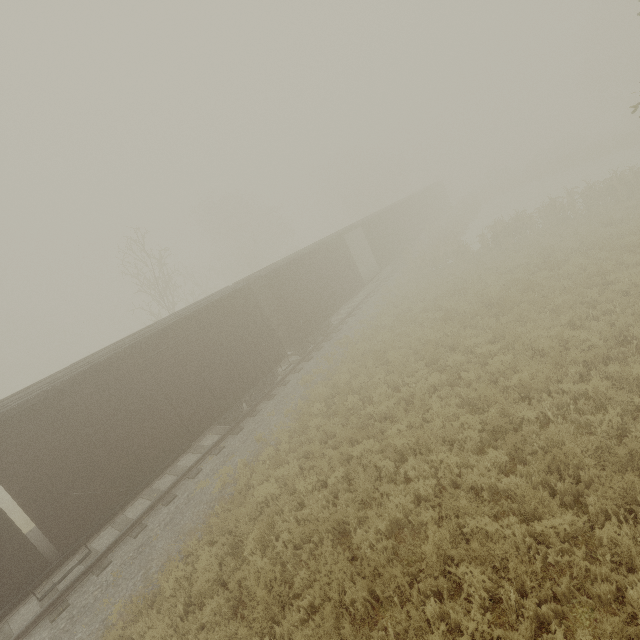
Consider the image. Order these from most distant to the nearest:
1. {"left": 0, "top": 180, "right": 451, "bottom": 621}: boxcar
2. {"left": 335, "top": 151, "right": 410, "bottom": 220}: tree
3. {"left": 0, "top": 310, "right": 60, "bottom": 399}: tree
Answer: {"left": 0, "top": 310, "right": 60, "bottom": 399}: tree
{"left": 335, "top": 151, "right": 410, "bottom": 220}: tree
{"left": 0, "top": 180, "right": 451, "bottom": 621}: boxcar

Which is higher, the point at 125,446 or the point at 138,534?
the point at 125,446

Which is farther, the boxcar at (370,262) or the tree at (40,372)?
the tree at (40,372)

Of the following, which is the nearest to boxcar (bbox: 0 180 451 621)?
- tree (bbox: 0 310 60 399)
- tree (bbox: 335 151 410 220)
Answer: tree (bbox: 335 151 410 220)

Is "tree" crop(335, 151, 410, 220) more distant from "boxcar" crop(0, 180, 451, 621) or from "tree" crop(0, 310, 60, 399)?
"tree" crop(0, 310, 60, 399)

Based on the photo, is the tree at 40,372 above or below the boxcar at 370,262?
above
